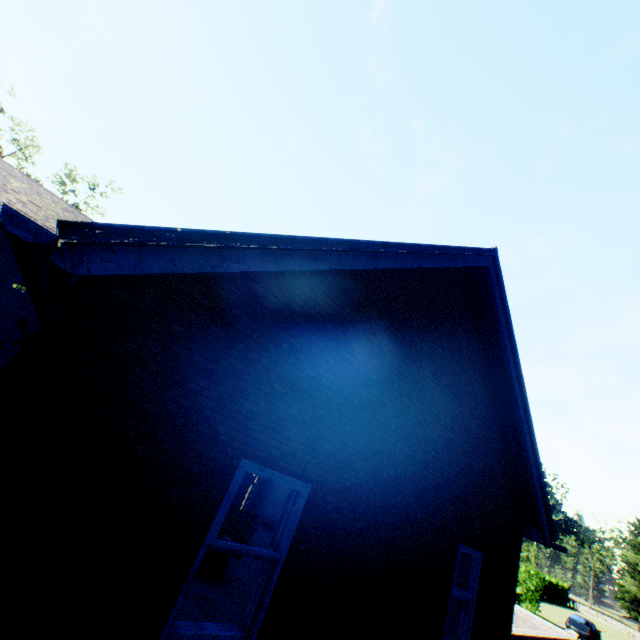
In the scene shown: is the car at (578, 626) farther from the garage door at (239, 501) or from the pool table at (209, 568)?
the pool table at (209, 568)

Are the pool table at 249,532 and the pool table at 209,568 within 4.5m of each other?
yes

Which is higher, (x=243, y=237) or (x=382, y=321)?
(x=382, y=321)

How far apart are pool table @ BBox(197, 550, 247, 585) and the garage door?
5.97m

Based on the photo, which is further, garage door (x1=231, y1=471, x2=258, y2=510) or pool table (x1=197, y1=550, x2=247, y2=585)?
garage door (x1=231, y1=471, x2=258, y2=510)

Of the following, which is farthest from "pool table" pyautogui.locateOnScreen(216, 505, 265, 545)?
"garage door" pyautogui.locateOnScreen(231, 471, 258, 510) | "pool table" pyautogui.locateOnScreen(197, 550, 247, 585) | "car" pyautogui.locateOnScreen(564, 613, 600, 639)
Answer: "car" pyautogui.locateOnScreen(564, 613, 600, 639)

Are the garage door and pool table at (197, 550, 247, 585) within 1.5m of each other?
no

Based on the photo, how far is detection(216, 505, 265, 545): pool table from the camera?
6.84m
